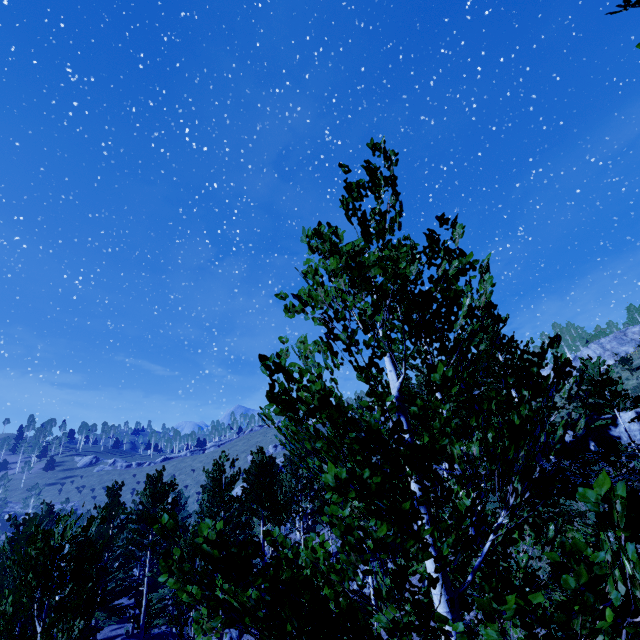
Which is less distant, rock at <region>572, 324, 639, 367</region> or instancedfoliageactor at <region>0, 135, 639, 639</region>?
instancedfoliageactor at <region>0, 135, 639, 639</region>

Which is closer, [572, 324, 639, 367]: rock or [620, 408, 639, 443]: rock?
[620, 408, 639, 443]: rock

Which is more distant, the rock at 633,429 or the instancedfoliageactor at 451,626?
the rock at 633,429

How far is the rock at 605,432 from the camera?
17.7m

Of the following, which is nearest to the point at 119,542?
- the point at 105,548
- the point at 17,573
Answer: the point at 105,548

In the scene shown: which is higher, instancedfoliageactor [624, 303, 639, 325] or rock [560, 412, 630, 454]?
instancedfoliageactor [624, 303, 639, 325]

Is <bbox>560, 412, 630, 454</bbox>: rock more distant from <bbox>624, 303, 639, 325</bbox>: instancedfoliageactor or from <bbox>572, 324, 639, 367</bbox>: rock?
<bbox>572, 324, 639, 367</bbox>: rock
